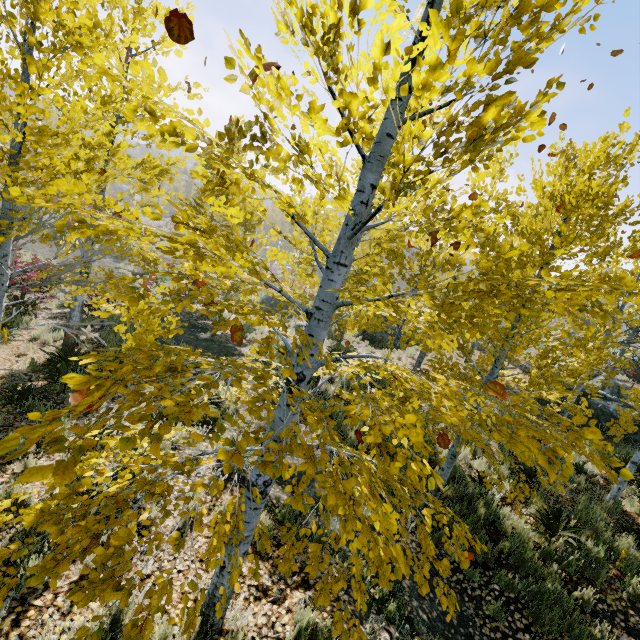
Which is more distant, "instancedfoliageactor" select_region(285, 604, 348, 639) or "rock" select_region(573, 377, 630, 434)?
"rock" select_region(573, 377, 630, 434)

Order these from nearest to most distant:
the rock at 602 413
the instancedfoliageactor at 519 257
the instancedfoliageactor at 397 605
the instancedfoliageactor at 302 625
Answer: the instancedfoliageactor at 519 257 < the instancedfoliageactor at 302 625 < the instancedfoliageactor at 397 605 < the rock at 602 413

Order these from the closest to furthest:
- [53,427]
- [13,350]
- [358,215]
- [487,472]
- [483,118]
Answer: [53,427], [483,118], [358,215], [487,472], [13,350]

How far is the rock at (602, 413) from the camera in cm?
1182

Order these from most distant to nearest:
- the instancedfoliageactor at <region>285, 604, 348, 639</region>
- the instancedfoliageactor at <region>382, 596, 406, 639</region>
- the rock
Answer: the rock < the instancedfoliageactor at <region>382, 596, 406, 639</region> < the instancedfoliageactor at <region>285, 604, 348, 639</region>

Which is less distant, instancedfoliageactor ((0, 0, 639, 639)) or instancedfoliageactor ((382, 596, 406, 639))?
instancedfoliageactor ((0, 0, 639, 639))

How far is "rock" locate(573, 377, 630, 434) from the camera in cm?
1182
